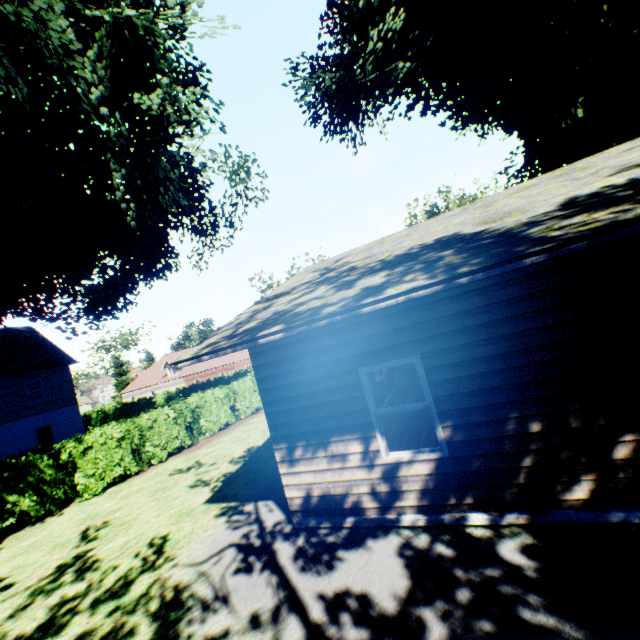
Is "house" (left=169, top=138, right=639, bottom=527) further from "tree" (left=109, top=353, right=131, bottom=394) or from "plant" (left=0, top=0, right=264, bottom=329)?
"tree" (left=109, top=353, right=131, bottom=394)

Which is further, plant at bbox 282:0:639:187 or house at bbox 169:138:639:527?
plant at bbox 282:0:639:187

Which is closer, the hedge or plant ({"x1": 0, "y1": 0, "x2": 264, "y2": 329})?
plant ({"x1": 0, "y1": 0, "x2": 264, "y2": 329})

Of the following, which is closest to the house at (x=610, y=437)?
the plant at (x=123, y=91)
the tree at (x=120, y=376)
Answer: the plant at (x=123, y=91)

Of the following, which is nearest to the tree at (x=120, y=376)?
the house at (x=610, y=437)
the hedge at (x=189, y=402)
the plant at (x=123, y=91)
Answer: the hedge at (x=189, y=402)

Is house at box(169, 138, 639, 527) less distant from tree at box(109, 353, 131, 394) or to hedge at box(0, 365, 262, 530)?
hedge at box(0, 365, 262, 530)

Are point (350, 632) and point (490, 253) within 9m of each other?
yes
